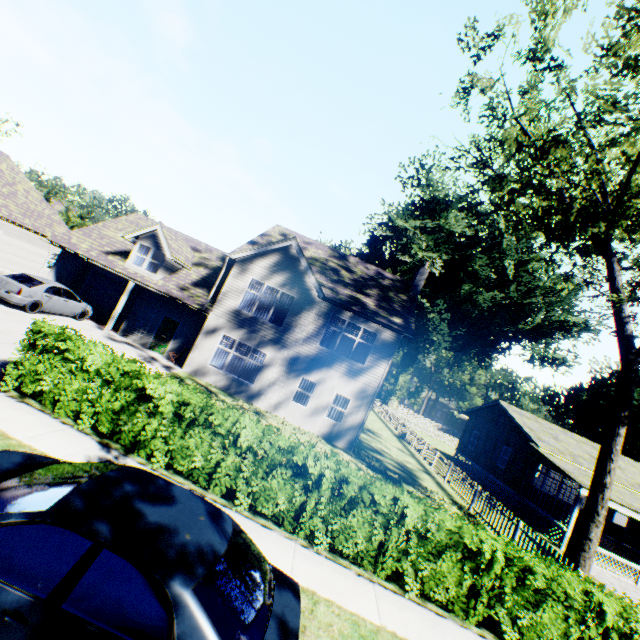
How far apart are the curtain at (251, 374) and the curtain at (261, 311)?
2.2m

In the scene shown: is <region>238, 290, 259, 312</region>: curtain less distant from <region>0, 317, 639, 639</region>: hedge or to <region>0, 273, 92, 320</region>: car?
<region>0, 273, 92, 320</region>: car

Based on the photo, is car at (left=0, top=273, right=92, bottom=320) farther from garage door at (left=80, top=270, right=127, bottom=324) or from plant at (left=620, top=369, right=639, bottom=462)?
plant at (left=620, top=369, right=639, bottom=462)

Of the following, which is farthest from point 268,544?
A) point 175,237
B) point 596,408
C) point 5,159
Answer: point 596,408

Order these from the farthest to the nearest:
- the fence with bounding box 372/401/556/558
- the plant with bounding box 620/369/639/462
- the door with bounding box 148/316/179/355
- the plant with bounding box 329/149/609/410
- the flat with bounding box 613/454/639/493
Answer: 1. the plant with bounding box 329/149/609/410
2. the plant with bounding box 620/369/639/462
3. the flat with bounding box 613/454/639/493
4. the door with bounding box 148/316/179/355
5. the fence with bounding box 372/401/556/558

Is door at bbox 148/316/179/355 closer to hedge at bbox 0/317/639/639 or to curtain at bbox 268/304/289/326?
curtain at bbox 268/304/289/326

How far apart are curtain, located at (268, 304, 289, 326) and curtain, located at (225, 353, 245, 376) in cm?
220

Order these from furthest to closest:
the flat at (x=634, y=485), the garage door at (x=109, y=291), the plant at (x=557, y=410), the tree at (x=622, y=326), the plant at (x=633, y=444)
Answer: the plant at (x=557, y=410) → the plant at (x=633, y=444) → the garage door at (x=109, y=291) → the flat at (x=634, y=485) → the tree at (x=622, y=326)
